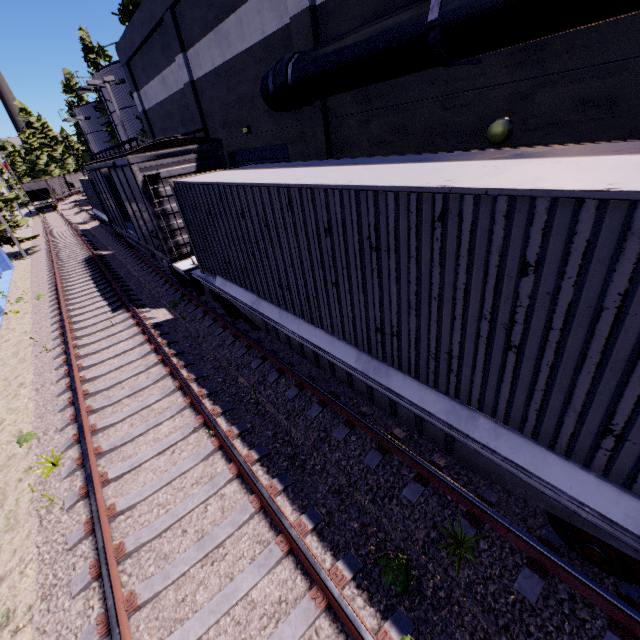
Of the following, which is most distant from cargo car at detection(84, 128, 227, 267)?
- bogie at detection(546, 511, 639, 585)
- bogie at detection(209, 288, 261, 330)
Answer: bogie at detection(546, 511, 639, 585)

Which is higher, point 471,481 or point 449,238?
point 449,238

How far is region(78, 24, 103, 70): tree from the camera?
34.12m

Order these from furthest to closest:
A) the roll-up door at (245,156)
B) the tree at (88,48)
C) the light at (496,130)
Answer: the tree at (88,48)
the roll-up door at (245,156)
the light at (496,130)

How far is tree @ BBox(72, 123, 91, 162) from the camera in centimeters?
5070cm

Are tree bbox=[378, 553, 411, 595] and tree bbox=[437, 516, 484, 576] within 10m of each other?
yes

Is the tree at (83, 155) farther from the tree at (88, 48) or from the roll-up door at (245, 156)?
the roll-up door at (245, 156)

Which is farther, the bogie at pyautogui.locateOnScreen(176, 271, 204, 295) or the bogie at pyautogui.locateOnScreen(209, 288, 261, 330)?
the bogie at pyautogui.locateOnScreen(176, 271, 204, 295)
